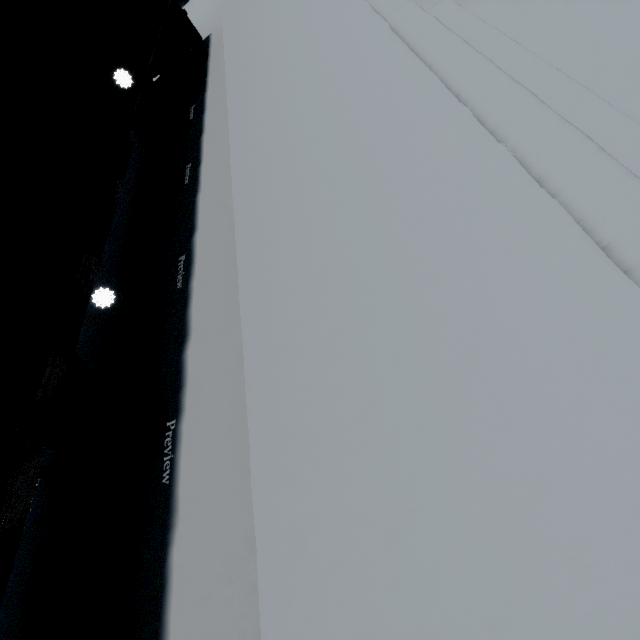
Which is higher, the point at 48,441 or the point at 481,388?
the point at 48,441
